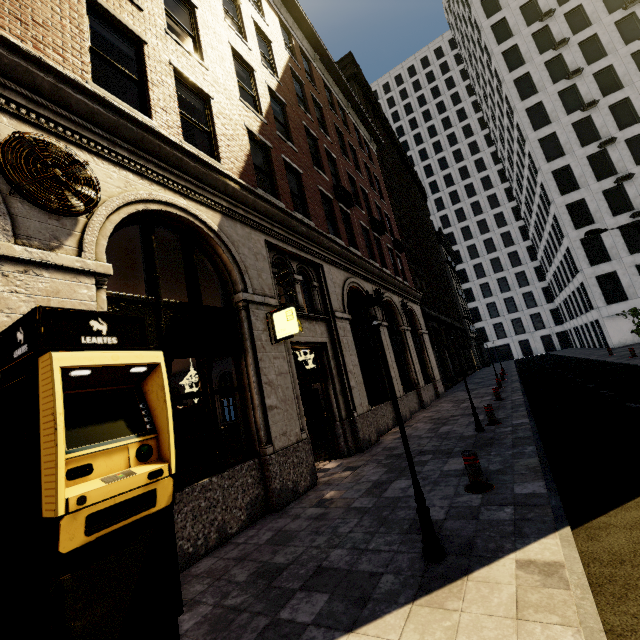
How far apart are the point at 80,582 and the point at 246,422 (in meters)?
3.95

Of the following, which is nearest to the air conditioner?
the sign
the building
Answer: the building

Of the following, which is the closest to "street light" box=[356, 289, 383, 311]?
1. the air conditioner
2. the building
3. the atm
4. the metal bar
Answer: the metal bar

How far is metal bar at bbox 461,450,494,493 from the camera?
4.93m

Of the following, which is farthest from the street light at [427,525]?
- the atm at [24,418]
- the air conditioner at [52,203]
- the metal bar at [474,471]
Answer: the air conditioner at [52,203]

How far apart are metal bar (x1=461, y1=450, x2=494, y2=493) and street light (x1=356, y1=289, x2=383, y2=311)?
1.7 meters

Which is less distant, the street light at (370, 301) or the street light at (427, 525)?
the street light at (427, 525)

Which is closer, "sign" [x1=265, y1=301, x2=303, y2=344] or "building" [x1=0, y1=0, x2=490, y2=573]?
"building" [x1=0, y1=0, x2=490, y2=573]
